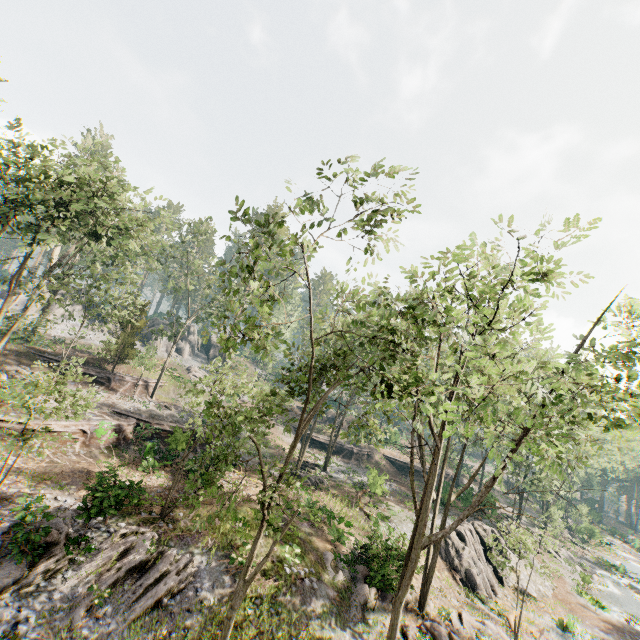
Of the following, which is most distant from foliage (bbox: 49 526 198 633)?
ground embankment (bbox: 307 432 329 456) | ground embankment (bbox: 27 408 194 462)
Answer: ground embankment (bbox: 307 432 329 456)

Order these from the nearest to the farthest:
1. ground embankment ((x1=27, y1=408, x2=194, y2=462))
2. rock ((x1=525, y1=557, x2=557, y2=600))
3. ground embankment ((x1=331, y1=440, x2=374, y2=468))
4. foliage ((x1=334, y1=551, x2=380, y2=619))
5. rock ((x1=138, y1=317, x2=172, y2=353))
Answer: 1. foliage ((x1=334, y1=551, x2=380, y2=619))
2. ground embankment ((x1=27, y1=408, x2=194, y2=462))
3. rock ((x1=525, y1=557, x2=557, y2=600))
4. ground embankment ((x1=331, y1=440, x2=374, y2=468))
5. rock ((x1=138, y1=317, x2=172, y2=353))

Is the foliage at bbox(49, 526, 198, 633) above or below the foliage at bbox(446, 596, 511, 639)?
above

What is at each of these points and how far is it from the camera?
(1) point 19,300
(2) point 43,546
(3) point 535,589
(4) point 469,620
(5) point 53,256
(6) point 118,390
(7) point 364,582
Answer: (1) rock, 45.0 meters
(2) foliage, 12.7 meters
(3) rock, 27.5 meters
(4) foliage, 18.9 meters
(5) foliage, 34.7 meters
(6) ground embankment, 33.2 meters
(7) foliage, 18.8 meters

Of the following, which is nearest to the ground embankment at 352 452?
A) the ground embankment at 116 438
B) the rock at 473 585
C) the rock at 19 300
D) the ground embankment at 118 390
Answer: the rock at 473 585

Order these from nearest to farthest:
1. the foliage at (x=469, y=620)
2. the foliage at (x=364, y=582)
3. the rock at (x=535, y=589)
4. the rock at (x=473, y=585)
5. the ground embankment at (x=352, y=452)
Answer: the foliage at (x=364, y=582) → the foliage at (x=469, y=620) → the rock at (x=473, y=585) → the rock at (x=535, y=589) → the ground embankment at (x=352, y=452)

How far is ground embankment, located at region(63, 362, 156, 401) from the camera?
31.4m

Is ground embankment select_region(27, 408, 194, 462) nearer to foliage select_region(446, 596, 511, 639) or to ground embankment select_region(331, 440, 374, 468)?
foliage select_region(446, 596, 511, 639)
